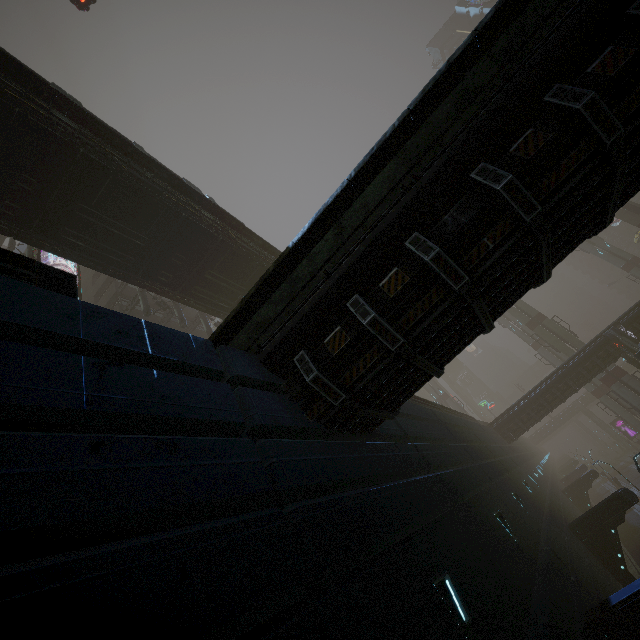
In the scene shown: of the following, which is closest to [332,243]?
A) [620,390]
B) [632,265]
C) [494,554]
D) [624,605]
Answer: [494,554]

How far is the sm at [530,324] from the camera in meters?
36.3 m

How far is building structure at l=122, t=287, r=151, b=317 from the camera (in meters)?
21.59

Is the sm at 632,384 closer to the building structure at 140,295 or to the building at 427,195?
the building at 427,195

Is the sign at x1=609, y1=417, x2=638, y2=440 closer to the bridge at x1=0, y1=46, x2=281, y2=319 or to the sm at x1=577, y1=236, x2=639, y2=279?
the sm at x1=577, y1=236, x2=639, y2=279

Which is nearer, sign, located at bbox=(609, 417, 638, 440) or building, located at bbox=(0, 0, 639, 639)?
building, located at bbox=(0, 0, 639, 639)

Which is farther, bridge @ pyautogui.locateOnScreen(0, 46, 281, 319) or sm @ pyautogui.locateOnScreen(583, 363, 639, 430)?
sm @ pyautogui.locateOnScreen(583, 363, 639, 430)

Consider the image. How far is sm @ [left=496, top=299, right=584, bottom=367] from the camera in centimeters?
3631cm
